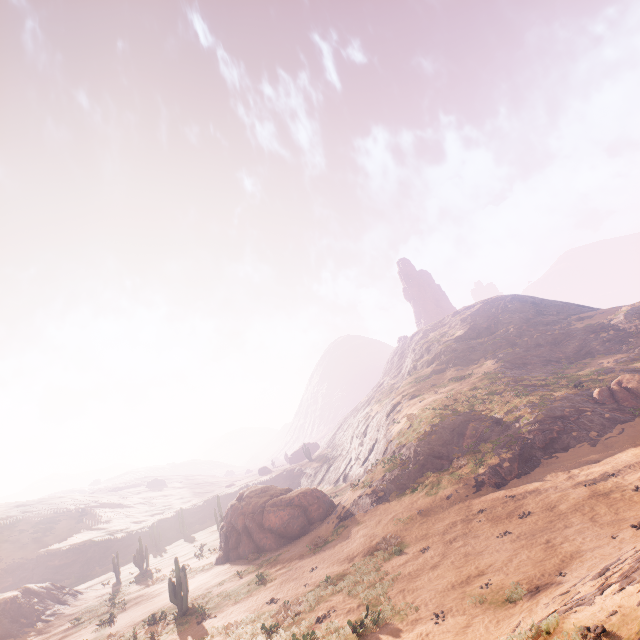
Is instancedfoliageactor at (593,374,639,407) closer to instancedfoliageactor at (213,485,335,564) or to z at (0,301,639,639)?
z at (0,301,639,639)

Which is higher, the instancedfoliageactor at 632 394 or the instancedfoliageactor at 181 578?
the instancedfoliageactor at 632 394

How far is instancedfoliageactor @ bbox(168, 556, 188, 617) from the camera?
18.9 meters

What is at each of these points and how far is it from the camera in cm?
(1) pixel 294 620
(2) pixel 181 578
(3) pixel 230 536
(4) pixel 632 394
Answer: (1) z, 1366
(2) instancedfoliageactor, 1934
(3) instancedfoliageactor, 2883
(4) instancedfoliageactor, 2591

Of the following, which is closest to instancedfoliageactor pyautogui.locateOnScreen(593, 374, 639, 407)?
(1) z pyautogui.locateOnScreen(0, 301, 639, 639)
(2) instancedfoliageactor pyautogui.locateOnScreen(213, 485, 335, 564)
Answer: (1) z pyautogui.locateOnScreen(0, 301, 639, 639)

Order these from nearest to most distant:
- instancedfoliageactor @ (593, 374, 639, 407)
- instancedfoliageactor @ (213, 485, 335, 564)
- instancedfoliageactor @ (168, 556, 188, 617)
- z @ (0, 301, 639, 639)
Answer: z @ (0, 301, 639, 639) < instancedfoliageactor @ (168, 556, 188, 617) < instancedfoliageactor @ (593, 374, 639, 407) < instancedfoliageactor @ (213, 485, 335, 564)

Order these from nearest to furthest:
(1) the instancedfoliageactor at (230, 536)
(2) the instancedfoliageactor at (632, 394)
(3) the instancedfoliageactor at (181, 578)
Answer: (3) the instancedfoliageactor at (181, 578) < (2) the instancedfoliageactor at (632, 394) < (1) the instancedfoliageactor at (230, 536)
